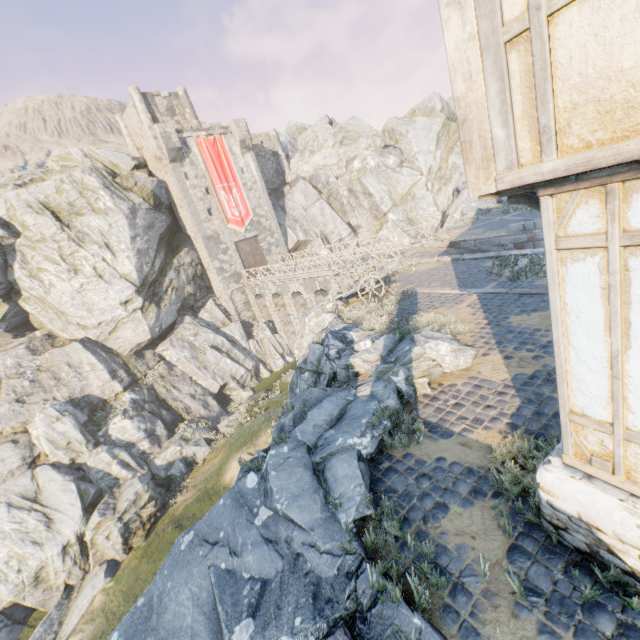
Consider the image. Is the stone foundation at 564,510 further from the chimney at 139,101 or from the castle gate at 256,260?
the chimney at 139,101

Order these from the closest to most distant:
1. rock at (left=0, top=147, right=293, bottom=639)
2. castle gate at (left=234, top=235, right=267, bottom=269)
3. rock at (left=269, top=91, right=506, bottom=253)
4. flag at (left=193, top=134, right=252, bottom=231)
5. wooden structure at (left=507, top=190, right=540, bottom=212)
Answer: wooden structure at (left=507, top=190, right=540, bottom=212)
rock at (left=0, top=147, right=293, bottom=639)
flag at (left=193, top=134, right=252, bottom=231)
castle gate at (left=234, top=235, right=267, bottom=269)
rock at (left=269, top=91, right=506, bottom=253)

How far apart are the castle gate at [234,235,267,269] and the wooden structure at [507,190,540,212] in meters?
31.0 m

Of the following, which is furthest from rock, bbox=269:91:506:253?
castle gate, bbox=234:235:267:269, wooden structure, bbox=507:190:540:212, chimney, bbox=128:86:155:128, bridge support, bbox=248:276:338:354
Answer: wooden structure, bbox=507:190:540:212

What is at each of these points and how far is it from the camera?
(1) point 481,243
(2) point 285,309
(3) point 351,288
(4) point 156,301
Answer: (1) stone blocks, 18.3 meters
(2) bridge support, 31.7 meters
(3) wagon, 14.3 meters
(4) rock, 26.8 meters

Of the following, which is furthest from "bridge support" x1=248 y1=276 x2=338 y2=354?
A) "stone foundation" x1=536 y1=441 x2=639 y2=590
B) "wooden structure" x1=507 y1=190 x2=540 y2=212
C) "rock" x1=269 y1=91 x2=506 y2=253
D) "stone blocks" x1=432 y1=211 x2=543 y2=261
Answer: "wooden structure" x1=507 y1=190 x2=540 y2=212

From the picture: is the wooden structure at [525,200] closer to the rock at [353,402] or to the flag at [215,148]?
the rock at [353,402]

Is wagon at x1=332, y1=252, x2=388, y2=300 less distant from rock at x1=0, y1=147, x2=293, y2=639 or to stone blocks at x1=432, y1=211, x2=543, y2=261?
rock at x1=0, y1=147, x2=293, y2=639
